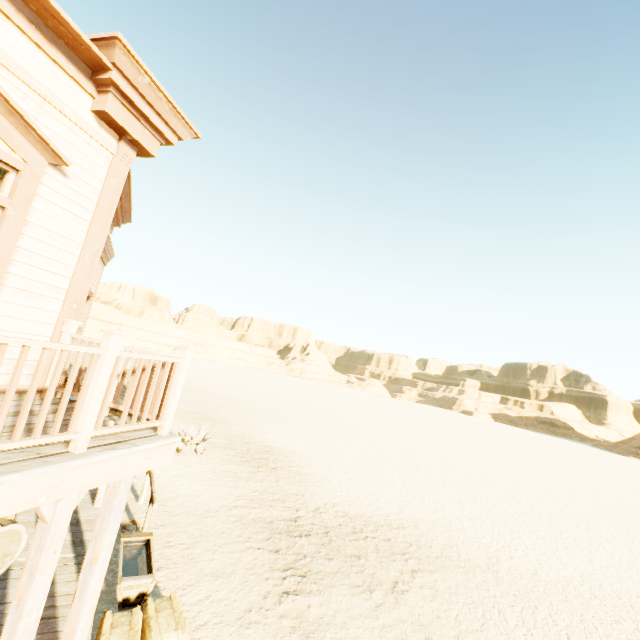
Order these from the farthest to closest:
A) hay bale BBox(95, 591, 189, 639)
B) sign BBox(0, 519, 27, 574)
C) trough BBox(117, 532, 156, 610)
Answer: trough BBox(117, 532, 156, 610)
hay bale BBox(95, 591, 189, 639)
sign BBox(0, 519, 27, 574)

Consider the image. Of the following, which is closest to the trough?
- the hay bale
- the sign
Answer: the hay bale

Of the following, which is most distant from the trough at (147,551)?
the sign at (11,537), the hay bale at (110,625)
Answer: the sign at (11,537)

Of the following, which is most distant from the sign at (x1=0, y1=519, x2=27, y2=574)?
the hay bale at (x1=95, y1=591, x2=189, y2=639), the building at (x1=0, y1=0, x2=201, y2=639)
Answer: the hay bale at (x1=95, y1=591, x2=189, y2=639)

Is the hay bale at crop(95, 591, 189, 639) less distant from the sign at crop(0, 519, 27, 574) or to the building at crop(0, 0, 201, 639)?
the building at crop(0, 0, 201, 639)

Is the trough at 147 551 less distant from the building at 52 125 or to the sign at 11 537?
the building at 52 125

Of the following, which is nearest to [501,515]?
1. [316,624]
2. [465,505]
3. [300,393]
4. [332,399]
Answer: [465,505]
